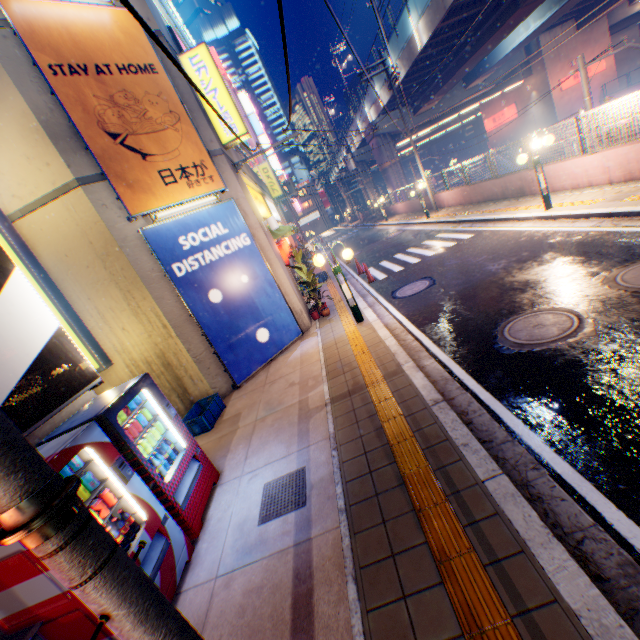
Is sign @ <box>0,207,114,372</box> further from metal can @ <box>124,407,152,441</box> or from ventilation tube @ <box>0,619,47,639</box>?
A: ventilation tube @ <box>0,619,47,639</box>

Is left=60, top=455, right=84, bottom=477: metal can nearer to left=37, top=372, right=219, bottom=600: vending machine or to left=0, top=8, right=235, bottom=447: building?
left=37, top=372, right=219, bottom=600: vending machine

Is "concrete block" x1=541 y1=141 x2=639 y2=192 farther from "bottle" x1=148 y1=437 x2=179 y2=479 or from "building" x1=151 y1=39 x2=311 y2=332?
"bottle" x1=148 y1=437 x2=179 y2=479

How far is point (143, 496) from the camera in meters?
3.6

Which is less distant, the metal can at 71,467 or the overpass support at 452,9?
the metal can at 71,467

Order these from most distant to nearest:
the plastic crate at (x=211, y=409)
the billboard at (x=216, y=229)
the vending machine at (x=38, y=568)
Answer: the billboard at (x=216, y=229) → the plastic crate at (x=211, y=409) → the vending machine at (x=38, y=568)

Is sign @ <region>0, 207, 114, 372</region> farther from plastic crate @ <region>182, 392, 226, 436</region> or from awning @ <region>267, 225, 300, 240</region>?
awning @ <region>267, 225, 300, 240</region>

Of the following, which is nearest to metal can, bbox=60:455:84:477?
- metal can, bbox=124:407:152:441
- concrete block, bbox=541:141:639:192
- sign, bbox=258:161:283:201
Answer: metal can, bbox=124:407:152:441
